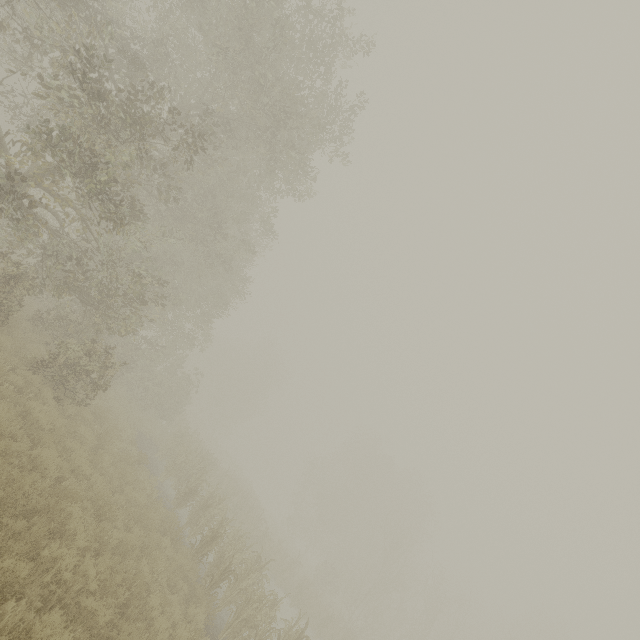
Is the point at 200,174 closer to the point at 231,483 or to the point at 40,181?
the point at 40,181
